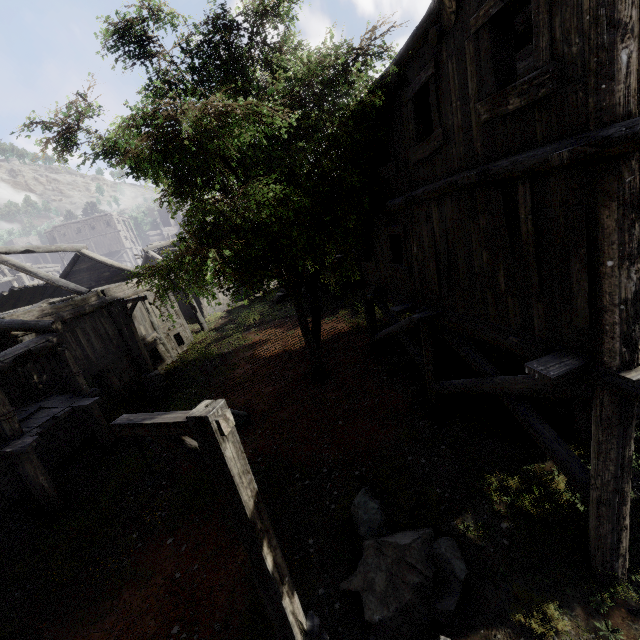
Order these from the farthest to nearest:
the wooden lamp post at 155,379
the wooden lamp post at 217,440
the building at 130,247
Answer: the wooden lamp post at 155,379
the building at 130,247
the wooden lamp post at 217,440

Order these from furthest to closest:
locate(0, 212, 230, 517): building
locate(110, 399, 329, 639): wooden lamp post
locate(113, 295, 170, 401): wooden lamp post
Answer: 1. locate(113, 295, 170, 401): wooden lamp post
2. locate(0, 212, 230, 517): building
3. locate(110, 399, 329, 639): wooden lamp post

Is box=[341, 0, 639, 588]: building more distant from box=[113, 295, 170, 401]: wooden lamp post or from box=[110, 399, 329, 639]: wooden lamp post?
box=[110, 399, 329, 639]: wooden lamp post

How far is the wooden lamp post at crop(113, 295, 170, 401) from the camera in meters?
13.7 m

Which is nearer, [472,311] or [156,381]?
[472,311]

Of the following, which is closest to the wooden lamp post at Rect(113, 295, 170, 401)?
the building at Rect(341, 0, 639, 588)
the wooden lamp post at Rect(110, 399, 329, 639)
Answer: the building at Rect(341, 0, 639, 588)

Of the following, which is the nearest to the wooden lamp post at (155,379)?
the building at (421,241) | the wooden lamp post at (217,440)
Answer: Answer: the building at (421,241)
